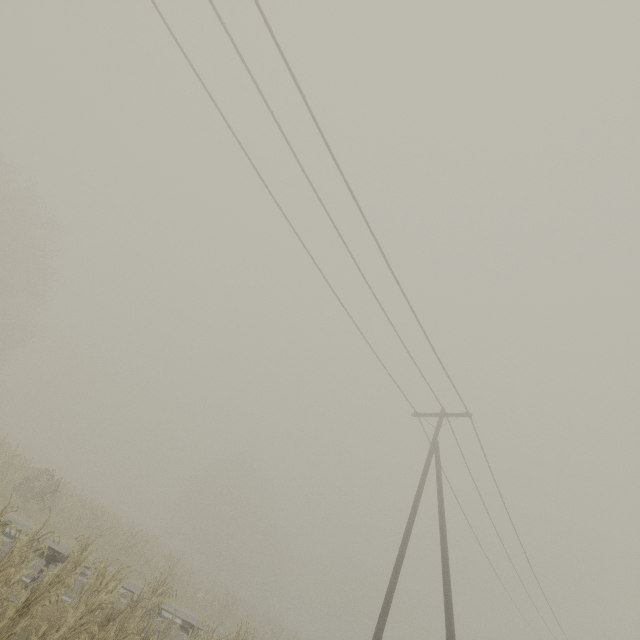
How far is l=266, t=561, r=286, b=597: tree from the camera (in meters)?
57.91

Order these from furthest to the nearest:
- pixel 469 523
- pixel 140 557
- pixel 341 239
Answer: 1. pixel 140 557
2. pixel 469 523
3. pixel 341 239

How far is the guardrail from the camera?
9.11m

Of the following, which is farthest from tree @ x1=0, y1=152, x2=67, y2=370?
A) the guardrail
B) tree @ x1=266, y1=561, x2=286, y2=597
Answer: tree @ x1=266, y1=561, x2=286, y2=597

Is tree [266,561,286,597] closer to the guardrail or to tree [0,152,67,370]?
the guardrail

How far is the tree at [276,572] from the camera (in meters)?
57.91

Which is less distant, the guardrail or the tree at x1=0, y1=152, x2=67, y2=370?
the guardrail

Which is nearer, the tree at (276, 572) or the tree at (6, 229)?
the tree at (6, 229)
